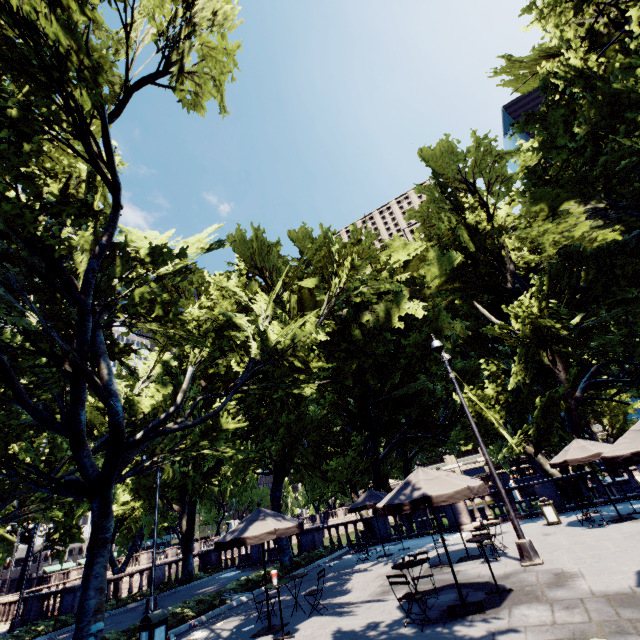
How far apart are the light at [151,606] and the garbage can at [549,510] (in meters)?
18.74

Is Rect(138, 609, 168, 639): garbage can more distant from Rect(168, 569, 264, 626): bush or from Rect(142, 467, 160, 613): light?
Rect(142, 467, 160, 613): light

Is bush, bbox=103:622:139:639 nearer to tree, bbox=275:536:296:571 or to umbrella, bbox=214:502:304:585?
tree, bbox=275:536:296:571

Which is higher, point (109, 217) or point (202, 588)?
point (109, 217)

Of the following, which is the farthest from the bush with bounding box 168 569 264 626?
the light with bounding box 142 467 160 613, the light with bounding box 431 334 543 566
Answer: the light with bounding box 431 334 543 566

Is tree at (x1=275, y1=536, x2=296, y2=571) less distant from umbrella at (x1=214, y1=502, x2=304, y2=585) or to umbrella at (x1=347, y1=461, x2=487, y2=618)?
umbrella at (x1=214, y1=502, x2=304, y2=585)

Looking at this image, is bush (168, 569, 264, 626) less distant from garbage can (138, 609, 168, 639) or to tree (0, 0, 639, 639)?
tree (0, 0, 639, 639)

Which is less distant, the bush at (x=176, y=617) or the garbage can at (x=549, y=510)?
the bush at (x=176, y=617)
